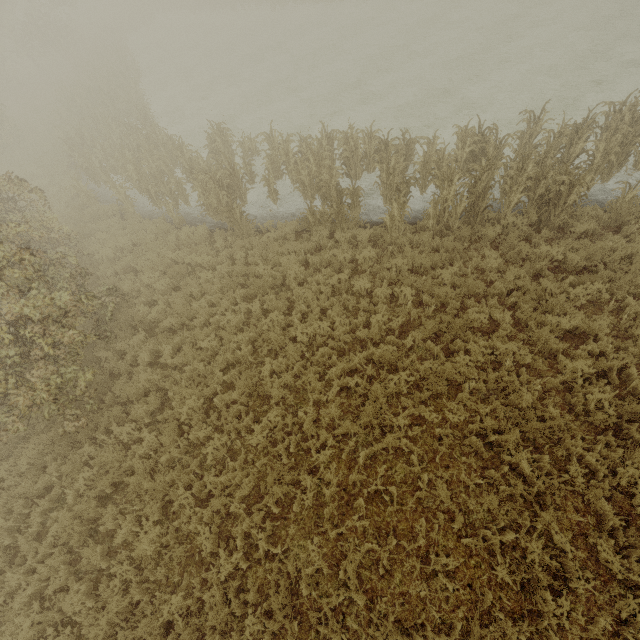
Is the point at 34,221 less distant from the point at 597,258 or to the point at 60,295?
the point at 60,295

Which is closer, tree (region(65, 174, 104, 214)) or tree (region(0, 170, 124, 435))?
tree (region(0, 170, 124, 435))

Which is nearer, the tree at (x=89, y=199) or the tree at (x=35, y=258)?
the tree at (x=35, y=258)

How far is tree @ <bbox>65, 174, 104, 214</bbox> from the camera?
13.3 meters

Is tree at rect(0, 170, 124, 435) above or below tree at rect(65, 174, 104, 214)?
above

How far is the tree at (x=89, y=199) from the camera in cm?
1330
